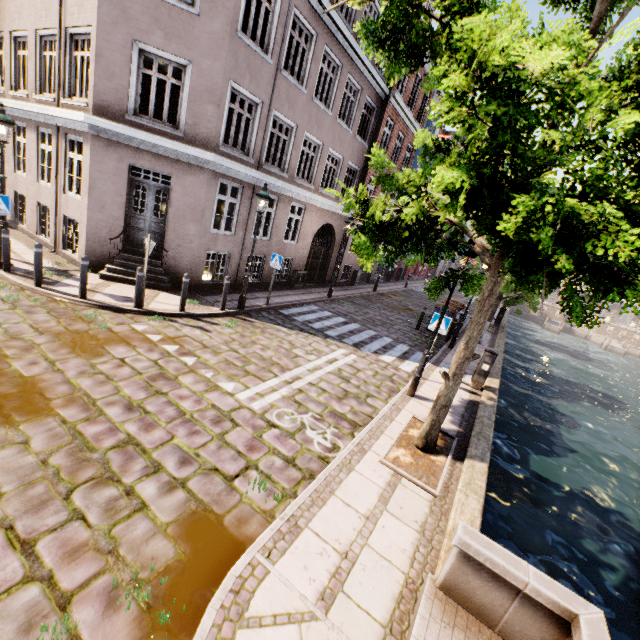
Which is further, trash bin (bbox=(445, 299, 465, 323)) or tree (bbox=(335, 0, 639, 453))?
trash bin (bbox=(445, 299, 465, 323))

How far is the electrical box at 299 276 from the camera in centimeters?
1564cm

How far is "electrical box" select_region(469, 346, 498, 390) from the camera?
9.2m

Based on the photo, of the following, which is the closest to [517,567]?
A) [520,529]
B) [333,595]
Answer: [333,595]

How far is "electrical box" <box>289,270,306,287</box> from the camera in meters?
15.6 m

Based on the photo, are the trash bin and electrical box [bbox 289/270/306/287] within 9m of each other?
yes

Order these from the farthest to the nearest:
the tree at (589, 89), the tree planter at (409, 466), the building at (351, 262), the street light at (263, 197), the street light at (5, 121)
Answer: the building at (351, 262)
the street light at (263, 197)
the street light at (5, 121)
the tree planter at (409, 466)
the tree at (589, 89)

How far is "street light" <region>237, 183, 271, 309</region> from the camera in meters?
9.5
